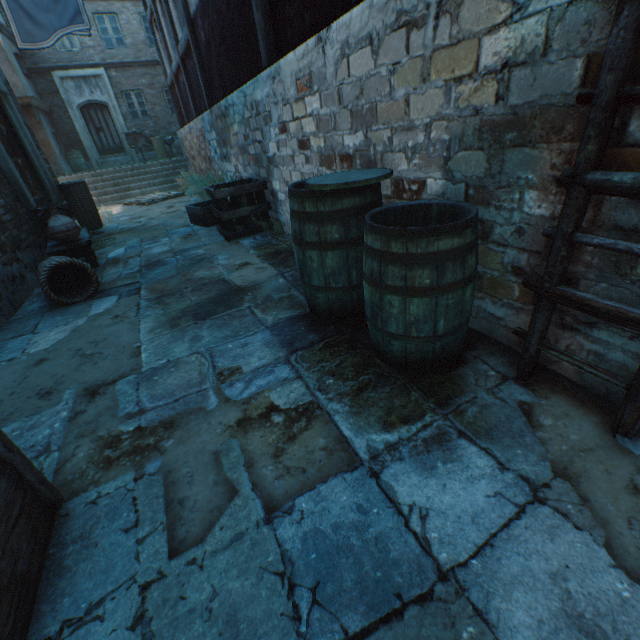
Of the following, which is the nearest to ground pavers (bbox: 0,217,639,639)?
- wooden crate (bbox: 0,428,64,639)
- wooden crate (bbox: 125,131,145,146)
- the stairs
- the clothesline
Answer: wooden crate (bbox: 0,428,64,639)

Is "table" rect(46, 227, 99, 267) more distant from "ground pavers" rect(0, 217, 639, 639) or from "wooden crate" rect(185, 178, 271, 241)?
"wooden crate" rect(185, 178, 271, 241)

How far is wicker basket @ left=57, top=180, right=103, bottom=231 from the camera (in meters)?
6.31

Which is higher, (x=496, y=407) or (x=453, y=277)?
(x=453, y=277)

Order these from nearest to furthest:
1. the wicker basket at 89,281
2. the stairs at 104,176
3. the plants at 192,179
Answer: the wicker basket at 89,281 → the plants at 192,179 → the stairs at 104,176

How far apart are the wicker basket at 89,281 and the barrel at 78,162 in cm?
1672

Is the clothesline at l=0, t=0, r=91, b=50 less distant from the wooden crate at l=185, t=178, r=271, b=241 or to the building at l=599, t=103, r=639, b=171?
the building at l=599, t=103, r=639, b=171

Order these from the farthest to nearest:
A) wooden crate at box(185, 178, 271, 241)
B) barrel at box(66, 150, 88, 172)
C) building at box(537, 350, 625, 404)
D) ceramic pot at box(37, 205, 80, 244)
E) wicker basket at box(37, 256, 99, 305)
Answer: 1. barrel at box(66, 150, 88, 172)
2. wooden crate at box(185, 178, 271, 241)
3. ceramic pot at box(37, 205, 80, 244)
4. wicker basket at box(37, 256, 99, 305)
5. building at box(537, 350, 625, 404)
